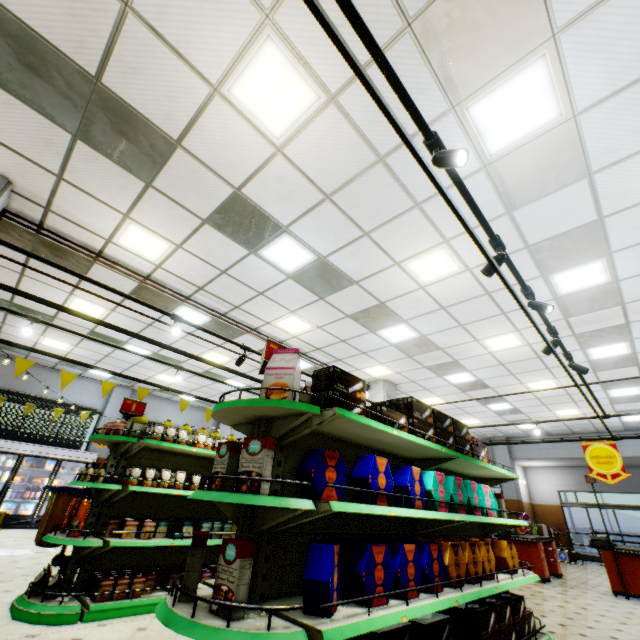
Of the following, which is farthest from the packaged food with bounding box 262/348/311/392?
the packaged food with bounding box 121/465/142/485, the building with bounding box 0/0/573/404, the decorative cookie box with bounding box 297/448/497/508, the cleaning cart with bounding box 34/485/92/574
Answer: the cleaning cart with bounding box 34/485/92/574

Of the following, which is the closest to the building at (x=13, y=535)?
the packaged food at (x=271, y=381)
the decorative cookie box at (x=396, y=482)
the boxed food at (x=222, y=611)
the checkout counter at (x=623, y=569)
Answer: the checkout counter at (x=623, y=569)

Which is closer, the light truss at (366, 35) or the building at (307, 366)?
the light truss at (366, 35)

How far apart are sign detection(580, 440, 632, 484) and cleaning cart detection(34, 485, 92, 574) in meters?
9.0 m

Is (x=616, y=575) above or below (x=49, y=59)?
below

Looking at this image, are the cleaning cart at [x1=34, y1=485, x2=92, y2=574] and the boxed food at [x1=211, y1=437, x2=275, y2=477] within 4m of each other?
no

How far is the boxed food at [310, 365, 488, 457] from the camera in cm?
265

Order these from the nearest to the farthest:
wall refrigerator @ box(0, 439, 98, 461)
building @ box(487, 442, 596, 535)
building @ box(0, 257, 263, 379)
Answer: building @ box(0, 257, 263, 379), wall refrigerator @ box(0, 439, 98, 461), building @ box(487, 442, 596, 535)
